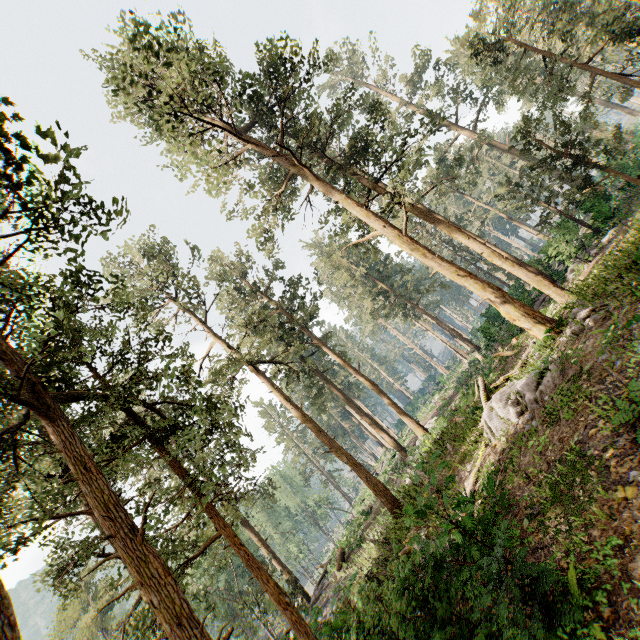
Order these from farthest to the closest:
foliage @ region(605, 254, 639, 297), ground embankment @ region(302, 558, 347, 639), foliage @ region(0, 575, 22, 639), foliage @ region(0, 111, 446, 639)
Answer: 1. foliage @ region(605, 254, 639, 297)
2. ground embankment @ region(302, 558, 347, 639)
3. foliage @ region(0, 111, 446, 639)
4. foliage @ region(0, 575, 22, 639)

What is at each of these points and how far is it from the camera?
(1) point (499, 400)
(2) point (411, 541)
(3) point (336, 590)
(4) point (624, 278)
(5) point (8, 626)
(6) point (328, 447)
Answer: (1) foliage, 12.06m
(2) foliage, 6.93m
(3) ground embankment, 8.96m
(4) foliage, 10.84m
(5) foliage, 4.55m
(6) foliage, 19.05m

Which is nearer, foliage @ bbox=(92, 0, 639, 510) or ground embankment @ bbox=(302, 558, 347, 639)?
ground embankment @ bbox=(302, 558, 347, 639)

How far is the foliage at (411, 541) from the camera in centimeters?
693cm

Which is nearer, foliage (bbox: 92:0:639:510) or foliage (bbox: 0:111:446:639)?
foliage (bbox: 0:111:446:639)

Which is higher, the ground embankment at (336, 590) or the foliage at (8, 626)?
the foliage at (8, 626)

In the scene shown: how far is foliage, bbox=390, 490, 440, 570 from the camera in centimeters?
693cm
